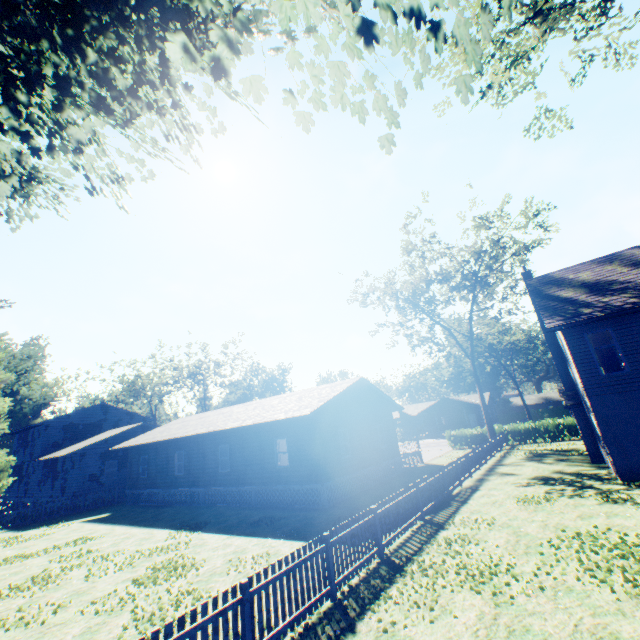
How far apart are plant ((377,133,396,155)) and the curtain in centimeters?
1429cm

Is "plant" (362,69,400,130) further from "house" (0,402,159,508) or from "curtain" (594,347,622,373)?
"curtain" (594,347,622,373)

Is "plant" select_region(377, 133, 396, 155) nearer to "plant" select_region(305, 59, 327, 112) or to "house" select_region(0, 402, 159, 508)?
"plant" select_region(305, 59, 327, 112)

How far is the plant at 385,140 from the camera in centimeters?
757cm

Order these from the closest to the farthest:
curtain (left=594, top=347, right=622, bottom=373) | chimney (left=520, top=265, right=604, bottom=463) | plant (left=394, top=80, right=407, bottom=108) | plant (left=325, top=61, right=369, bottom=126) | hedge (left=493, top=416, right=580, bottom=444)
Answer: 1. plant (left=325, top=61, right=369, bottom=126)
2. plant (left=394, top=80, right=407, bottom=108)
3. curtain (left=594, top=347, right=622, bottom=373)
4. chimney (left=520, top=265, right=604, bottom=463)
5. hedge (left=493, top=416, right=580, bottom=444)

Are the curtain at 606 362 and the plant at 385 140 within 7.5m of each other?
no

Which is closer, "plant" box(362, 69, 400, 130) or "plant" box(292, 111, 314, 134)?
"plant" box(292, 111, 314, 134)

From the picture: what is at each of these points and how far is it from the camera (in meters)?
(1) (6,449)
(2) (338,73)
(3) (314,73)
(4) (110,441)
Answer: (1) plant, 26.12
(2) plant, 6.69
(3) plant, 6.44
(4) house, 29.58
